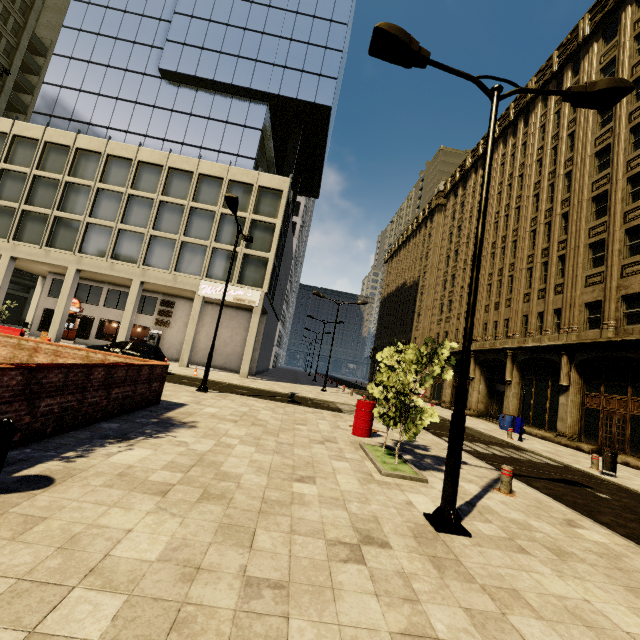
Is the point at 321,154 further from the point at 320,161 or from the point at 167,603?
the point at 167,603

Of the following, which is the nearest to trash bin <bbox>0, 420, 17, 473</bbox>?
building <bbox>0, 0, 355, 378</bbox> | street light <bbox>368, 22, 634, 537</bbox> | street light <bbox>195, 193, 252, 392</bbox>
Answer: street light <bbox>368, 22, 634, 537</bbox>

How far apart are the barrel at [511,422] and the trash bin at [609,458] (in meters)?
9.47

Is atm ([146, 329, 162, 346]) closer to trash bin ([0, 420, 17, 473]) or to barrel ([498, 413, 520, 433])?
trash bin ([0, 420, 17, 473])

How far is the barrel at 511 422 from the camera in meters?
20.8 m

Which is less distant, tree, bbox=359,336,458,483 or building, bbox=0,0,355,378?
tree, bbox=359,336,458,483

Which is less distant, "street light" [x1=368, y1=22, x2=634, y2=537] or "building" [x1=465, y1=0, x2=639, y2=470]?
"street light" [x1=368, y1=22, x2=634, y2=537]

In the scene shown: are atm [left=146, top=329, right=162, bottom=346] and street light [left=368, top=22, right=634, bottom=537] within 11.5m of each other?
no
